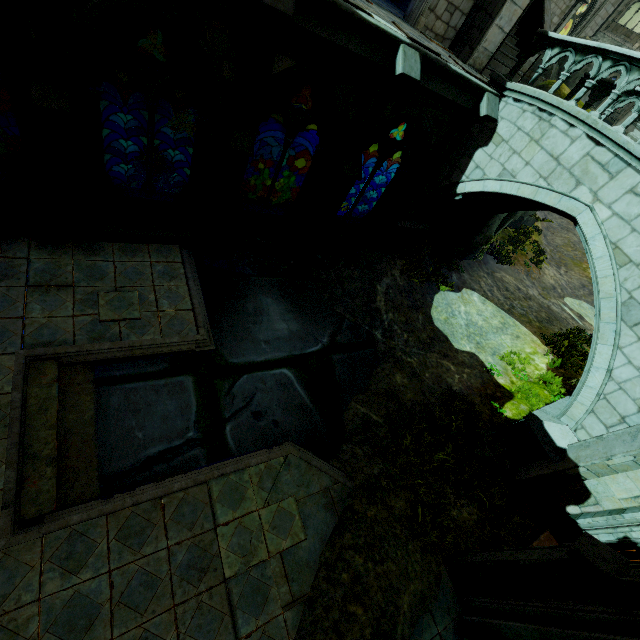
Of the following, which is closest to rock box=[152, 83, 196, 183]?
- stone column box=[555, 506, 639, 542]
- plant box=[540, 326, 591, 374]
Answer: stone column box=[555, 506, 639, 542]

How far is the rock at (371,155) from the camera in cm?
1609

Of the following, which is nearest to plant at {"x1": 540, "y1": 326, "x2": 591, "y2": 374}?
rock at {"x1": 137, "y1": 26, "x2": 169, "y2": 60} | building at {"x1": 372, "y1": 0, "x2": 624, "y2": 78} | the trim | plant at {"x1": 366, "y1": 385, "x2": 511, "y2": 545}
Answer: building at {"x1": 372, "y1": 0, "x2": 624, "y2": 78}

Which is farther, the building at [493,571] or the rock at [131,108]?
the rock at [131,108]

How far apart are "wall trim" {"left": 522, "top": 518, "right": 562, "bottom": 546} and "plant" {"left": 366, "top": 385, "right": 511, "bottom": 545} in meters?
0.8

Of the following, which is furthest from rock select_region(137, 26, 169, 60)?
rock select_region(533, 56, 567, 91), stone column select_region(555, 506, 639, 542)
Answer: stone column select_region(555, 506, 639, 542)

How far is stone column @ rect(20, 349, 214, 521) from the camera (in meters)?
5.13

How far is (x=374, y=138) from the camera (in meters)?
9.24
